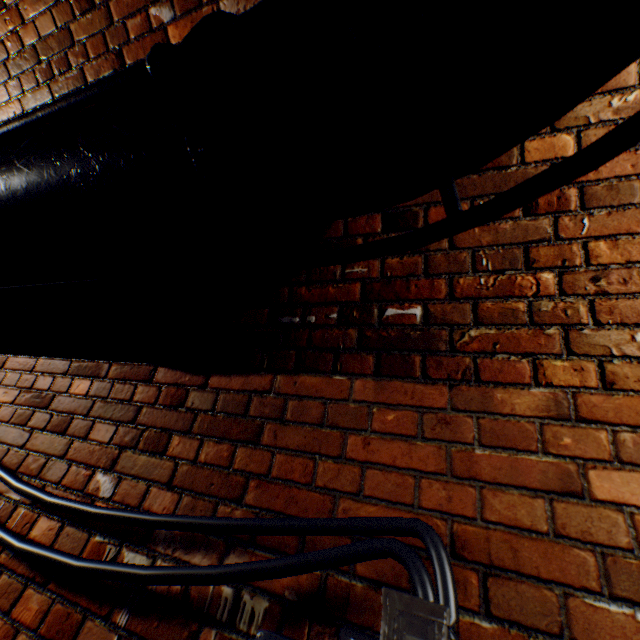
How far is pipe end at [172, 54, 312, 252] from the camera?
0.70m

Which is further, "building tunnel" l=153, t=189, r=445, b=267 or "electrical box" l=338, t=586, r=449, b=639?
"building tunnel" l=153, t=189, r=445, b=267

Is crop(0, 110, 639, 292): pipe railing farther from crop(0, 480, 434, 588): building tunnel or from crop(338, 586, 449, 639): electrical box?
crop(338, 586, 449, 639): electrical box

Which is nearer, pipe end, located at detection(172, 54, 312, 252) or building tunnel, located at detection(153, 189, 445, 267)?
pipe end, located at detection(172, 54, 312, 252)

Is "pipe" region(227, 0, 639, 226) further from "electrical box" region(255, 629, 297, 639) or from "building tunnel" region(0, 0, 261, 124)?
"electrical box" region(255, 629, 297, 639)

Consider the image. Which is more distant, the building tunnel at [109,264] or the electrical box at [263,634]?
the building tunnel at [109,264]

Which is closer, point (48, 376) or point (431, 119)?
point (431, 119)

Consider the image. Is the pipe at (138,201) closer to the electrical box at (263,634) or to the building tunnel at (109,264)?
the building tunnel at (109,264)
